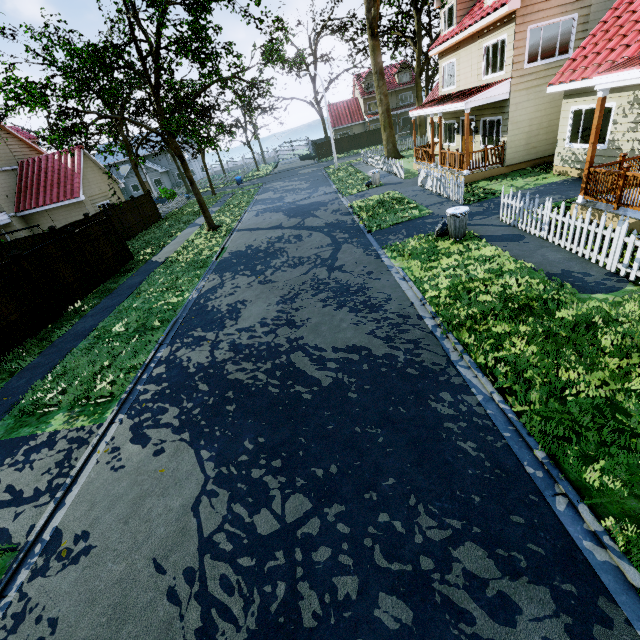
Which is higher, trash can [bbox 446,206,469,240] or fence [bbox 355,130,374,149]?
fence [bbox 355,130,374,149]

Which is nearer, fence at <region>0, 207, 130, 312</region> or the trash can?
the trash can

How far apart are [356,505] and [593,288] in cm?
658

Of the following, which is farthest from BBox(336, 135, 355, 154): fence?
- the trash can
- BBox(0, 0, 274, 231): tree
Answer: the trash can

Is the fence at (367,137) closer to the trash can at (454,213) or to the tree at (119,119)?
the tree at (119,119)

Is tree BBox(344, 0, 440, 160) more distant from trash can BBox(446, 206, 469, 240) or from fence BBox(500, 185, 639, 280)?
trash can BBox(446, 206, 469, 240)

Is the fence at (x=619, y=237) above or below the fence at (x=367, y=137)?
below
